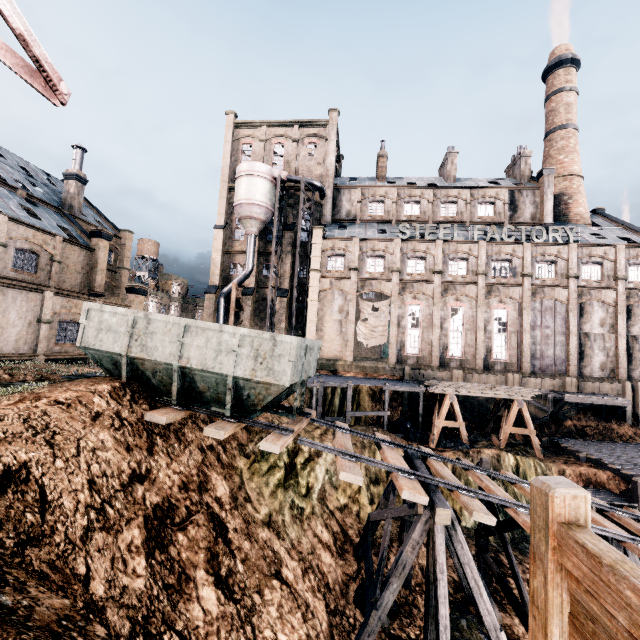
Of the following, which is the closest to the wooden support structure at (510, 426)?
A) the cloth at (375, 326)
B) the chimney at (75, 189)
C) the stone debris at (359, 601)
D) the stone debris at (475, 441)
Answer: the stone debris at (475, 441)

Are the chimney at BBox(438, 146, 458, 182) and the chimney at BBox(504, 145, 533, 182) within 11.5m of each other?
yes

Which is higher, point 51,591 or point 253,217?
point 253,217

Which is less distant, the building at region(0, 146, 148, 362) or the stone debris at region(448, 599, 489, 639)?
the stone debris at region(448, 599, 489, 639)

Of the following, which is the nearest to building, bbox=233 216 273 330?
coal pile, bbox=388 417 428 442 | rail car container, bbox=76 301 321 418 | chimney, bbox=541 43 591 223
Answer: chimney, bbox=541 43 591 223

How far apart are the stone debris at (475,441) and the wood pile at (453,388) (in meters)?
3.50

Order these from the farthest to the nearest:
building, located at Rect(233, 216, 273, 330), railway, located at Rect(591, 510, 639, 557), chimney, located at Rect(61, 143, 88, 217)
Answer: building, located at Rect(233, 216, 273, 330) < chimney, located at Rect(61, 143, 88, 217) < railway, located at Rect(591, 510, 639, 557)

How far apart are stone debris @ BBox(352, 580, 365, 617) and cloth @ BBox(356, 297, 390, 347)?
23.18m
